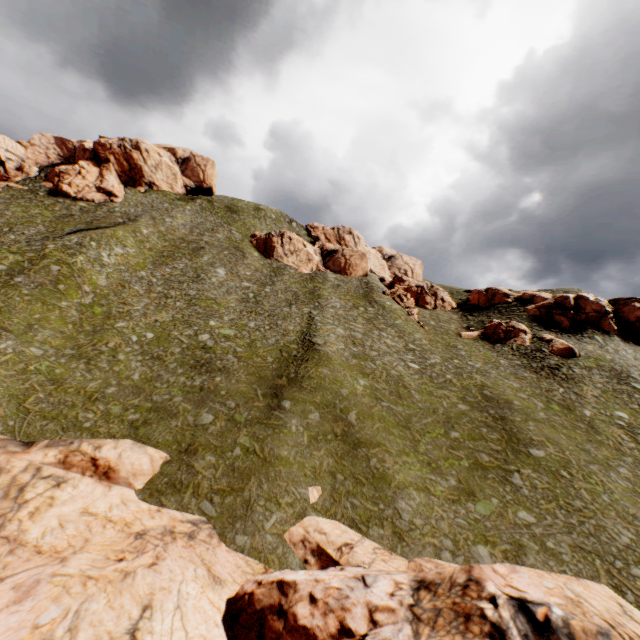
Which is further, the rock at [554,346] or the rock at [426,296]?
the rock at [426,296]

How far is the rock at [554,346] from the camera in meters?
41.0 m

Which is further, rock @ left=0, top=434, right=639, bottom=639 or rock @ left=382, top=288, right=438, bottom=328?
rock @ left=382, top=288, right=438, bottom=328

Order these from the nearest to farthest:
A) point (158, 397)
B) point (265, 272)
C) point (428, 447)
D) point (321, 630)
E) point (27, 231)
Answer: point (321, 630) < point (428, 447) < point (158, 397) < point (27, 231) < point (265, 272)

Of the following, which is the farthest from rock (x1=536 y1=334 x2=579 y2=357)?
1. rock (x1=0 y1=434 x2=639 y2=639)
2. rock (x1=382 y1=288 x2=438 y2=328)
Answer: rock (x1=0 y1=434 x2=639 y2=639)

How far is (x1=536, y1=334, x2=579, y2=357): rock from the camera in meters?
41.0 m

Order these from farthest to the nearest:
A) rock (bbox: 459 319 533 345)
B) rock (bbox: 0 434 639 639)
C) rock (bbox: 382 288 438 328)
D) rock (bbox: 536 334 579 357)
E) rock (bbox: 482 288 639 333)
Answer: rock (bbox: 382 288 438 328) < rock (bbox: 482 288 639 333) < rock (bbox: 459 319 533 345) < rock (bbox: 536 334 579 357) < rock (bbox: 0 434 639 639)
